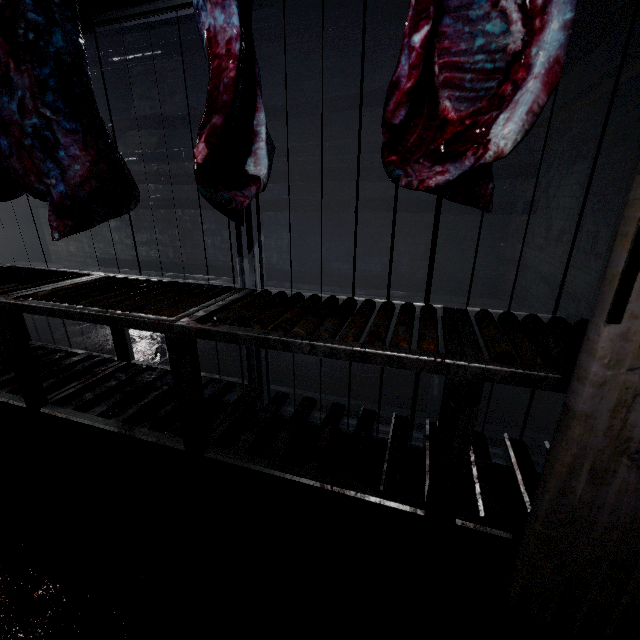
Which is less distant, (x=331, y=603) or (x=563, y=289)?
(x=331, y=603)

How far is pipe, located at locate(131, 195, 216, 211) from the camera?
5.0 meters

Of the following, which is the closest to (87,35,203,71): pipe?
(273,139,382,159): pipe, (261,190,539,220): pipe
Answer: (273,139,382,159): pipe

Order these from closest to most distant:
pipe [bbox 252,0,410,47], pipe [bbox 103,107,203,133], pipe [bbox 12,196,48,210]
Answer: pipe [bbox 252,0,410,47], pipe [bbox 103,107,203,133], pipe [bbox 12,196,48,210]

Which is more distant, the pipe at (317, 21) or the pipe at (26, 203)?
the pipe at (26, 203)

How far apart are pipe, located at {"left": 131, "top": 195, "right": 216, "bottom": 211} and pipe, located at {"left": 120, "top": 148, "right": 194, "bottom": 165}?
0.1 meters

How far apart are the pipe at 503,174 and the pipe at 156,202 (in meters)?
0.11
